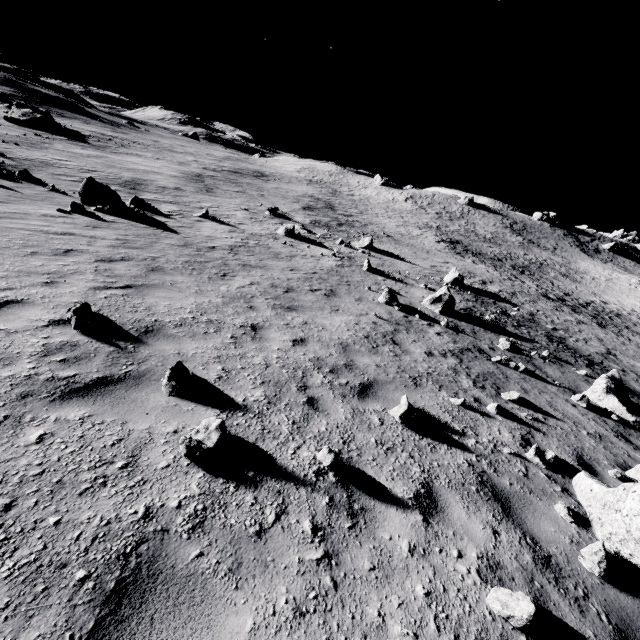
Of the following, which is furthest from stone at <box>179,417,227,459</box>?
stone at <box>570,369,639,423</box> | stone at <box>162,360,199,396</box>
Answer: stone at <box>570,369,639,423</box>

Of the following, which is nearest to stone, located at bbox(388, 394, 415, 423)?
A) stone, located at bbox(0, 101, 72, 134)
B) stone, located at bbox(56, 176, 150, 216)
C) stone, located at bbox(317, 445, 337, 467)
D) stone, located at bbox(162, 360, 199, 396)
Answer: stone, located at bbox(317, 445, 337, 467)

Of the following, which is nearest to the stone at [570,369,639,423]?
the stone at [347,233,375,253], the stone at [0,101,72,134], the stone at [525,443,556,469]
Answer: the stone at [525,443,556,469]

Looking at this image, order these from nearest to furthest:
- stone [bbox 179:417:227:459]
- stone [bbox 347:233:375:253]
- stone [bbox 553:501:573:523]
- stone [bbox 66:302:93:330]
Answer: stone [bbox 179:417:227:459] < stone [bbox 553:501:573:523] < stone [bbox 66:302:93:330] < stone [bbox 347:233:375:253]

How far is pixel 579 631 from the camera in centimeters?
274cm

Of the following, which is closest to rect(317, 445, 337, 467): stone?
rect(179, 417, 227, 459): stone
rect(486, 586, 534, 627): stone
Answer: rect(179, 417, 227, 459): stone

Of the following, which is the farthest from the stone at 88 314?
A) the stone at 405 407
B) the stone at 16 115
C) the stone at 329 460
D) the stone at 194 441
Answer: the stone at 16 115

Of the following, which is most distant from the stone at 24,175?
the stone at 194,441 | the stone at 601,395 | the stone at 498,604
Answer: the stone at 601,395
